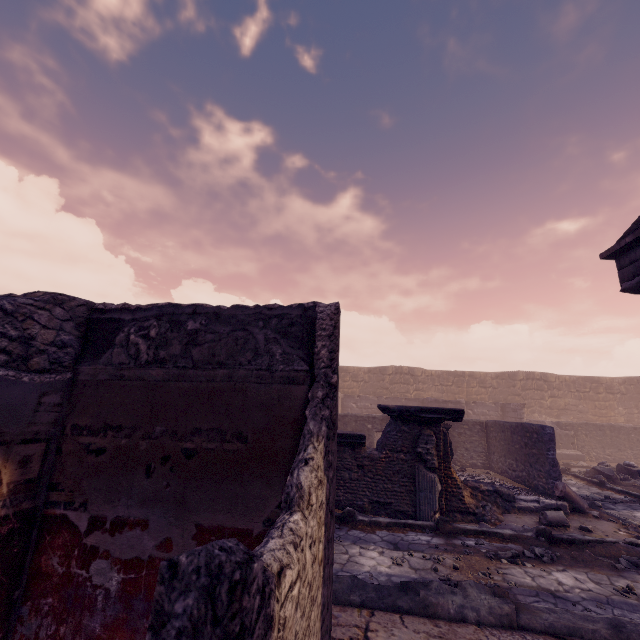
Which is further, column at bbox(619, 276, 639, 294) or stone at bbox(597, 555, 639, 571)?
column at bbox(619, 276, 639, 294)

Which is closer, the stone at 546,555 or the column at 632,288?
the stone at 546,555

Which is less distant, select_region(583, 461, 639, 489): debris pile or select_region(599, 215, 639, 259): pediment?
select_region(599, 215, 639, 259): pediment

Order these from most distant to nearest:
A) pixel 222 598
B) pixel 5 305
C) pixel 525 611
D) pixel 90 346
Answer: pixel 525 611, pixel 90 346, pixel 5 305, pixel 222 598

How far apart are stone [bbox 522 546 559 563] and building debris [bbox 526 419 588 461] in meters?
13.2 m

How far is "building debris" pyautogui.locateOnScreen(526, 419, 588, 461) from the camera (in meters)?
16.22

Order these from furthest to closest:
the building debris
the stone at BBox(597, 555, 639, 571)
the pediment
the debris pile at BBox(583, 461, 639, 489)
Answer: the building debris
the debris pile at BBox(583, 461, 639, 489)
the pediment
the stone at BBox(597, 555, 639, 571)

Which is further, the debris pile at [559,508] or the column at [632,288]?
the column at [632,288]
